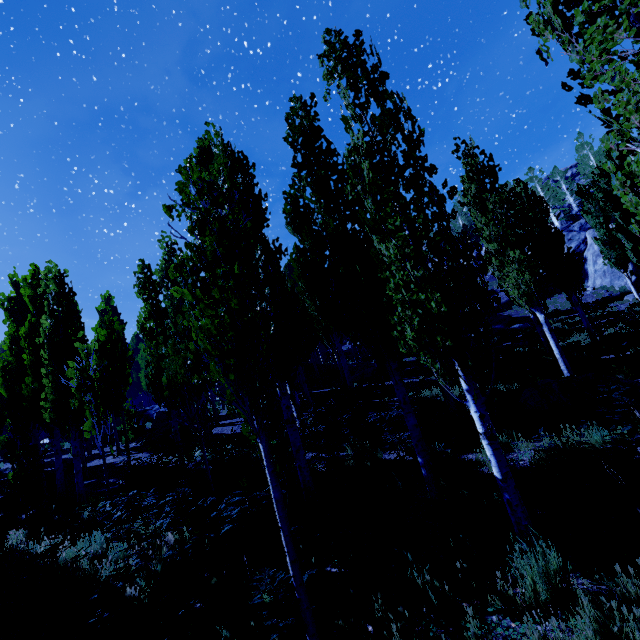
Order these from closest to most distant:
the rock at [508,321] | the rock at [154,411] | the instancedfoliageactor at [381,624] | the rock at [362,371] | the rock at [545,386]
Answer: the instancedfoliageactor at [381,624] < the rock at [545,386] < the rock at [154,411] < the rock at [362,371] < the rock at [508,321]

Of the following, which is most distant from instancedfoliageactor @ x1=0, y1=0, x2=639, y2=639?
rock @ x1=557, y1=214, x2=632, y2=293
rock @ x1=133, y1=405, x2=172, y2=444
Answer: rock @ x1=133, y1=405, x2=172, y2=444

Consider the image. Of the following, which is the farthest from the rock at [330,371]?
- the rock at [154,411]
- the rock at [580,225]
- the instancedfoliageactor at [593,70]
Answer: the rock at [580,225]

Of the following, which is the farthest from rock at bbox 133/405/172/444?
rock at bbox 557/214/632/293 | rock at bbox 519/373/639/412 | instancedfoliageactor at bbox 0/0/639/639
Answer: rock at bbox 557/214/632/293

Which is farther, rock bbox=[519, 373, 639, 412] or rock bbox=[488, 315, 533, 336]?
rock bbox=[488, 315, 533, 336]

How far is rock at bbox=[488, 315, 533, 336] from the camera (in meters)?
27.95

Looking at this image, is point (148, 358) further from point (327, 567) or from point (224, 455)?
point (327, 567)

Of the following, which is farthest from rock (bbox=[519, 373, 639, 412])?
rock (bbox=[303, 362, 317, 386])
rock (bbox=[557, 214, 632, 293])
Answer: rock (bbox=[557, 214, 632, 293])
